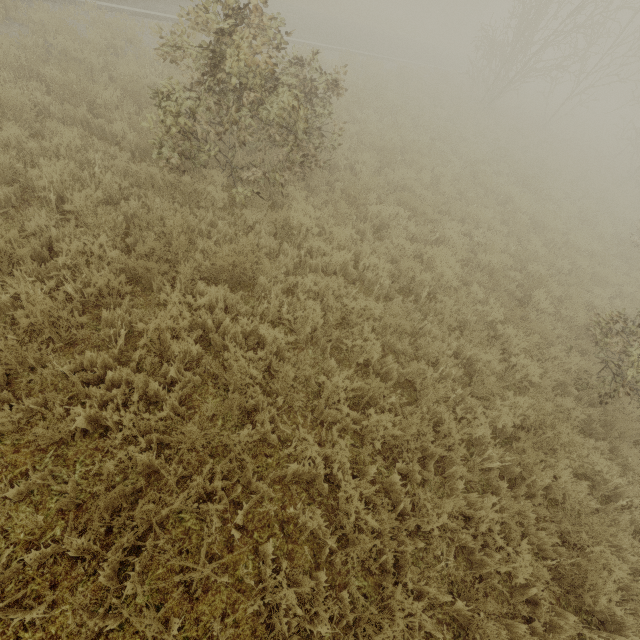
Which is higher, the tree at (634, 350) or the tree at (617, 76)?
the tree at (617, 76)

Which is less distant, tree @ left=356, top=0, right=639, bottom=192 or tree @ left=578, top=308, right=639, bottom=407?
tree @ left=578, top=308, right=639, bottom=407

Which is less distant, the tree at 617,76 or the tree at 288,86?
the tree at 288,86

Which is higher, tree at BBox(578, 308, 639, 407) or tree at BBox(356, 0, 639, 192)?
tree at BBox(356, 0, 639, 192)

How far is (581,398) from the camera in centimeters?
588cm
